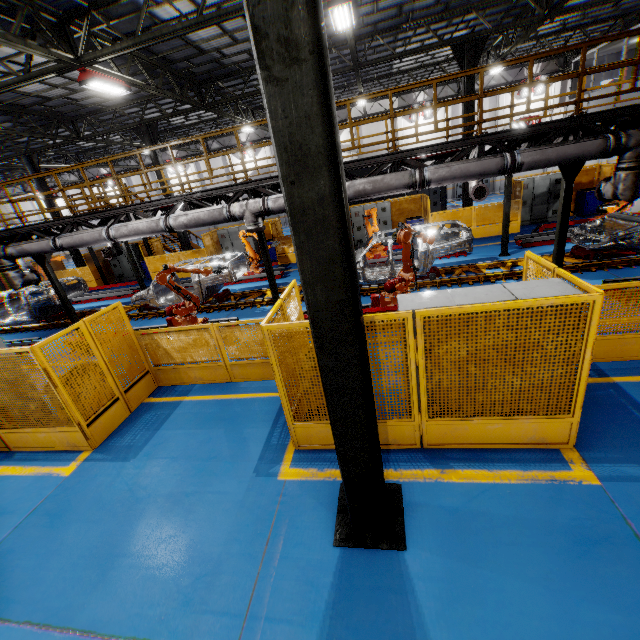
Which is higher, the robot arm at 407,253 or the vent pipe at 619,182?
the vent pipe at 619,182

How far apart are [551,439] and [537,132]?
6.9 meters

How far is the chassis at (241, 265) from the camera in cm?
1146

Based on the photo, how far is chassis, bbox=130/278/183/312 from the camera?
12.2m

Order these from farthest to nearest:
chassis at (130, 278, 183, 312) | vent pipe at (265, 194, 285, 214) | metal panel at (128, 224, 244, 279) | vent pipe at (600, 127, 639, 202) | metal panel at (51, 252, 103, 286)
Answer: metal panel at (51, 252, 103, 286), metal panel at (128, 224, 244, 279), chassis at (130, 278, 183, 312), vent pipe at (265, 194, 285, 214), vent pipe at (600, 127, 639, 202)

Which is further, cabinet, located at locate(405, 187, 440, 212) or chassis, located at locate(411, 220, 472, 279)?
cabinet, located at locate(405, 187, 440, 212)

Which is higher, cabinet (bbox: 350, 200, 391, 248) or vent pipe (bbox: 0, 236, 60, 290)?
vent pipe (bbox: 0, 236, 60, 290)

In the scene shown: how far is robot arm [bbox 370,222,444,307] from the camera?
7.89m
